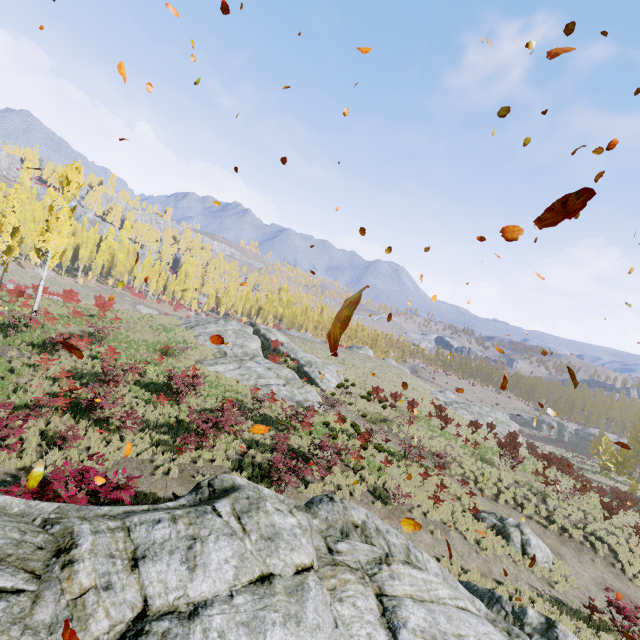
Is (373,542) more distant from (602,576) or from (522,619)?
(602,576)

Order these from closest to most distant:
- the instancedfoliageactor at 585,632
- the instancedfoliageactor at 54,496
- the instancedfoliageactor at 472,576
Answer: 1. the instancedfoliageactor at 54,496
2. the instancedfoliageactor at 585,632
3. the instancedfoliageactor at 472,576

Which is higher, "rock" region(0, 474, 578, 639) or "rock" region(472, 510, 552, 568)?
"rock" region(0, 474, 578, 639)

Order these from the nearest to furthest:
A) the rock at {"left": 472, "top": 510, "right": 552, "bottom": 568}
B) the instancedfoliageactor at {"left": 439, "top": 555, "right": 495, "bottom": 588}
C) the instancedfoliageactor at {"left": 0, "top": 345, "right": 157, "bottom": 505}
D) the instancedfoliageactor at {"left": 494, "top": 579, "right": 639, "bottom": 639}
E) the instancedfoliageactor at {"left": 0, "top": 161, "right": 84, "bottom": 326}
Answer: the instancedfoliageactor at {"left": 0, "top": 345, "right": 157, "bottom": 505} < the instancedfoliageactor at {"left": 494, "top": 579, "right": 639, "bottom": 639} < the instancedfoliageactor at {"left": 439, "top": 555, "right": 495, "bottom": 588} < the rock at {"left": 472, "top": 510, "right": 552, "bottom": 568} < the instancedfoliageactor at {"left": 0, "top": 161, "right": 84, "bottom": 326}

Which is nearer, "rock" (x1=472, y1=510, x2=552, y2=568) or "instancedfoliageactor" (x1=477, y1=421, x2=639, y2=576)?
"rock" (x1=472, y1=510, x2=552, y2=568)

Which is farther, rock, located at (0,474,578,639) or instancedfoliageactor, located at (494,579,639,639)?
instancedfoliageactor, located at (494,579,639,639)

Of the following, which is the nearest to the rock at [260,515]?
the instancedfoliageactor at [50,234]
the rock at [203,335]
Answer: the instancedfoliageactor at [50,234]
